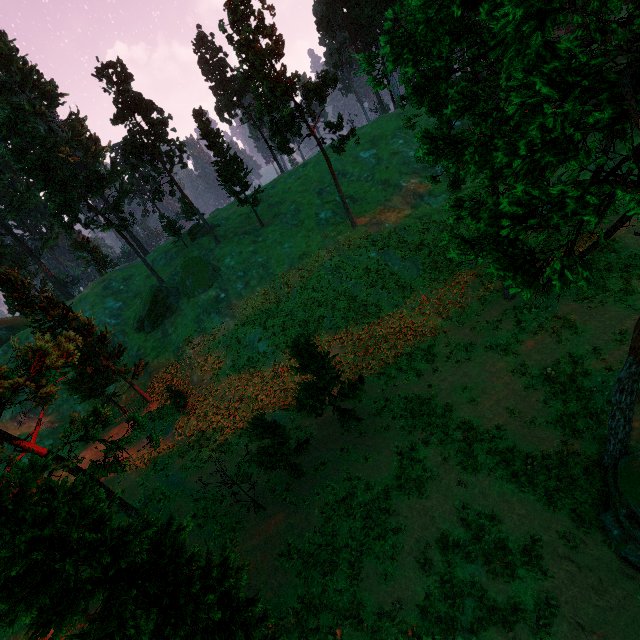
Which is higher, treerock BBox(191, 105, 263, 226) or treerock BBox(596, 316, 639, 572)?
treerock BBox(191, 105, 263, 226)

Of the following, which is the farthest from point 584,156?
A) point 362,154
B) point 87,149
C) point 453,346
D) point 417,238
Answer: point 87,149

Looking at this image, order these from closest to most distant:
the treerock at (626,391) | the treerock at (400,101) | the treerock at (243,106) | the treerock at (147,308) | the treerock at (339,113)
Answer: the treerock at (400,101), the treerock at (626,391), the treerock at (243,106), the treerock at (339,113), the treerock at (147,308)

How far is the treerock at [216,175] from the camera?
40.81m

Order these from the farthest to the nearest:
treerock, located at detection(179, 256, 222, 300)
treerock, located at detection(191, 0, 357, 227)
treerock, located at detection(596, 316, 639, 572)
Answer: treerock, located at detection(179, 256, 222, 300) < treerock, located at detection(191, 0, 357, 227) < treerock, located at detection(596, 316, 639, 572)

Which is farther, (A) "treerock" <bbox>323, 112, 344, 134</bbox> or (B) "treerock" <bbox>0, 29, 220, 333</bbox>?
(B) "treerock" <bbox>0, 29, 220, 333</bbox>

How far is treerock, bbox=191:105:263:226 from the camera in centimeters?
4081cm
